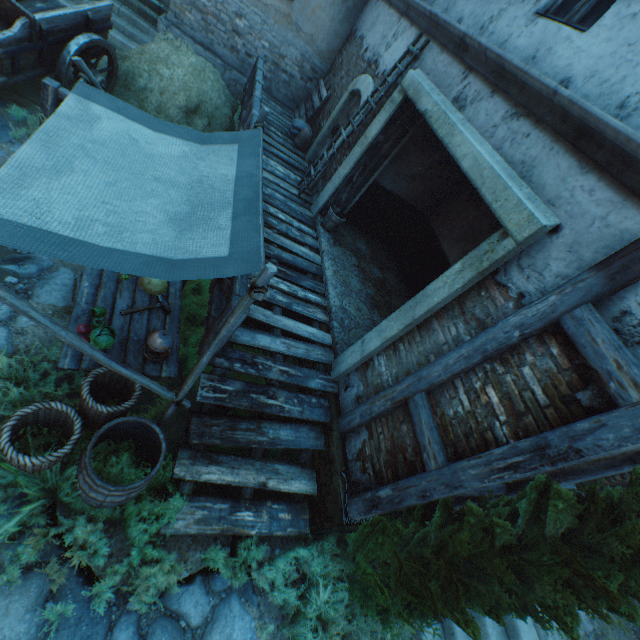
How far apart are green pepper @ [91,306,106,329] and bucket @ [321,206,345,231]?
4.75m

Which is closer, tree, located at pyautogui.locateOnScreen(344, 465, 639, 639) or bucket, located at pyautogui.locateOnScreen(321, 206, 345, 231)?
tree, located at pyautogui.locateOnScreen(344, 465, 639, 639)

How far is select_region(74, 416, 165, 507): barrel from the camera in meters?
2.7 m

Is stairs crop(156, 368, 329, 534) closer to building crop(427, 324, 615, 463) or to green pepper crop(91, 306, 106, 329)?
building crop(427, 324, 615, 463)

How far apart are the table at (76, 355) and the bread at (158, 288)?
0.01m

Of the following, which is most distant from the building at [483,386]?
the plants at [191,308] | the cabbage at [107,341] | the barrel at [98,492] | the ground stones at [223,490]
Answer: the cabbage at [107,341]

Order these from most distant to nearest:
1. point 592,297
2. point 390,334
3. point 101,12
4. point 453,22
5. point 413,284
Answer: point 413,284, point 101,12, point 453,22, point 390,334, point 592,297

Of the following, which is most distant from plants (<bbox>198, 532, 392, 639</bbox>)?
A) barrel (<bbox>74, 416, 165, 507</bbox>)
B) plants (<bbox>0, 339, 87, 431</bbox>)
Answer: barrel (<bbox>74, 416, 165, 507</bbox>)
